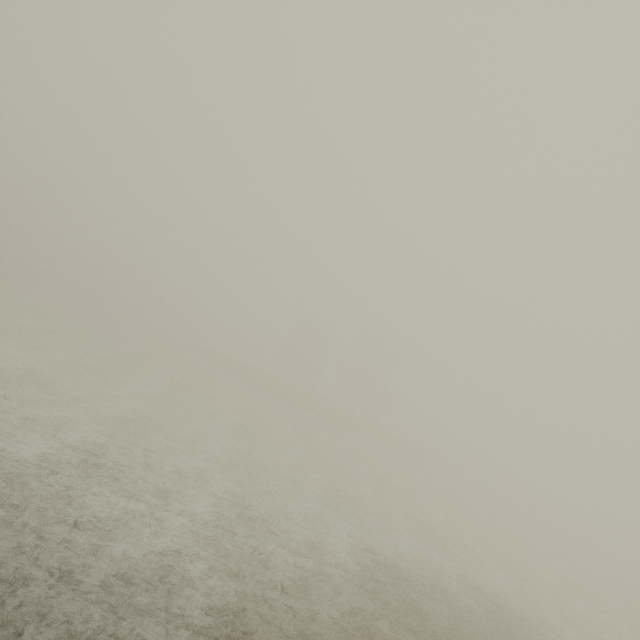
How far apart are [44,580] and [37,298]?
40.4m
